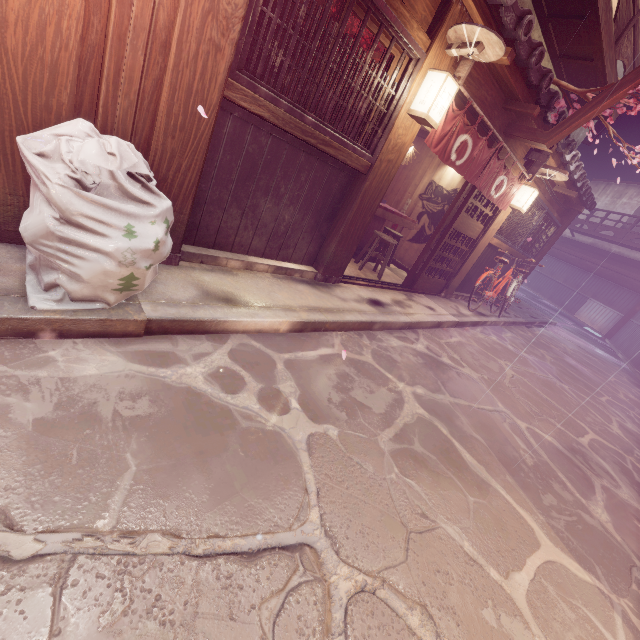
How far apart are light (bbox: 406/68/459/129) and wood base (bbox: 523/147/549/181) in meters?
6.3 m

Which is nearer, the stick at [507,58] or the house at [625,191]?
the stick at [507,58]

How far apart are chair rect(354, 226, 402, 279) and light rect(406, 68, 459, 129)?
3.9m

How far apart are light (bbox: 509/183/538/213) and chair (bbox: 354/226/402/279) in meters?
4.5 m

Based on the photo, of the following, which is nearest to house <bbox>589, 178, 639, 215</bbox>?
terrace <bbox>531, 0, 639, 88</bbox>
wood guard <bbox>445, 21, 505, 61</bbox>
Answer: wood guard <bbox>445, 21, 505, 61</bbox>

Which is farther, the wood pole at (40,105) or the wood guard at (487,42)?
the wood guard at (487,42)

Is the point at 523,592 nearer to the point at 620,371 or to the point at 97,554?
the point at 97,554

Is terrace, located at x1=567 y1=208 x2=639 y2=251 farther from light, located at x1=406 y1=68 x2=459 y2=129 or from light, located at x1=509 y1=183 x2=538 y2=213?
light, located at x1=406 y1=68 x2=459 y2=129
